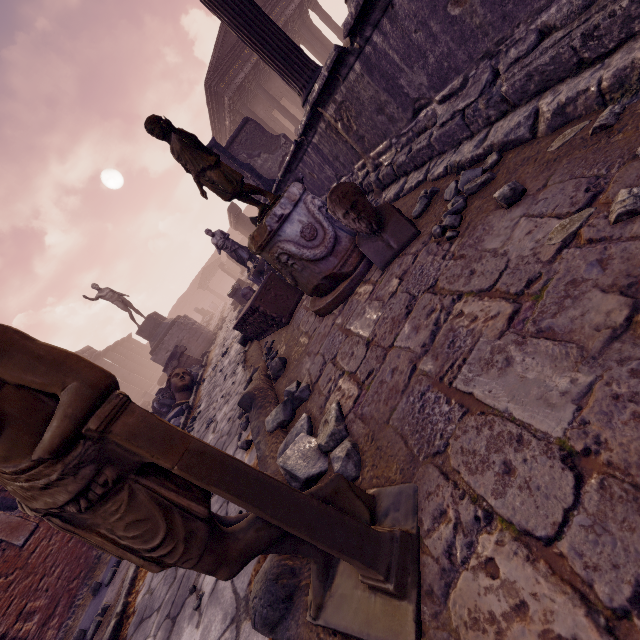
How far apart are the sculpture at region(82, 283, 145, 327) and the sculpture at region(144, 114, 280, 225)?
14.26m

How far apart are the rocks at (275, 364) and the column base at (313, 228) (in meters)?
0.70

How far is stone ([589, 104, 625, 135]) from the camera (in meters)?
1.58

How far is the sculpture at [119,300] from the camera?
15.15m

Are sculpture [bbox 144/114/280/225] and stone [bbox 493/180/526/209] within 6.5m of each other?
yes

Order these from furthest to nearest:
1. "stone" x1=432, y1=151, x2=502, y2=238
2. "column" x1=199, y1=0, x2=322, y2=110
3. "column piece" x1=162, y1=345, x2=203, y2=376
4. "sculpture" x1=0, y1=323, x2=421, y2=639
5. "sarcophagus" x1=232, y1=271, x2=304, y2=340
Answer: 1. "column piece" x1=162, y1=345, x2=203, y2=376
2. "sarcophagus" x1=232, y1=271, x2=304, y2=340
3. "column" x1=199, y1=0, x2=322, y2=110
4. "stone" x1=432, y1=151, x2=502, y2=238
5. "sculpture" x1=0, y1=323, x2=421, y2=639

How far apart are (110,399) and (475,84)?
3.1 meters

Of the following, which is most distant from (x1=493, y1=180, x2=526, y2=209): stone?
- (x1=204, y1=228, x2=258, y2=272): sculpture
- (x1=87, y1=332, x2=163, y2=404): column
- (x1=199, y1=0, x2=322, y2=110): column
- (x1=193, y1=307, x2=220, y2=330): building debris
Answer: (x1=87, y1=332, x2=163, y2=404): column
